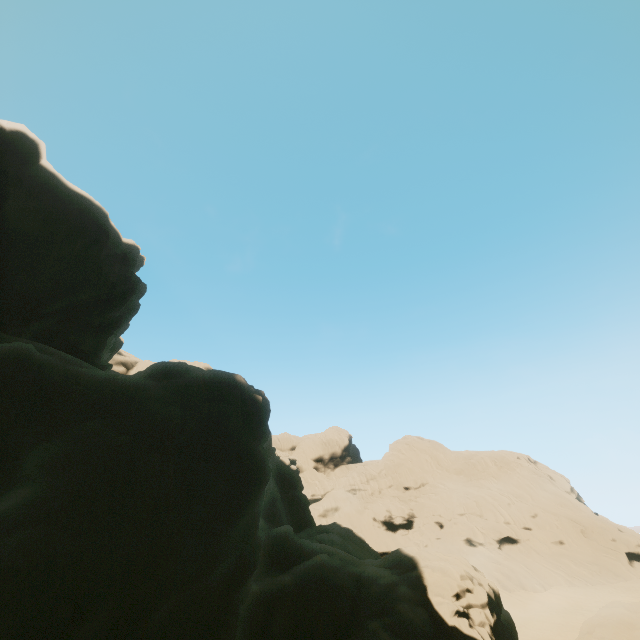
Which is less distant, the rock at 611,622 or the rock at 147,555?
the rock at 147,555

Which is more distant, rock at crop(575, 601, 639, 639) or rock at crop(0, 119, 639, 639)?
rock at crop(575, 601, 639, 639)

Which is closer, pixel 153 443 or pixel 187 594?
pixel 187 594

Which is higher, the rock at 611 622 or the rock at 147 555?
the rock at 147 555

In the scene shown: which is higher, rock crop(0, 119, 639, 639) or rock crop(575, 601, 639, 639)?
rock crop(0, 119, 639, 639)
